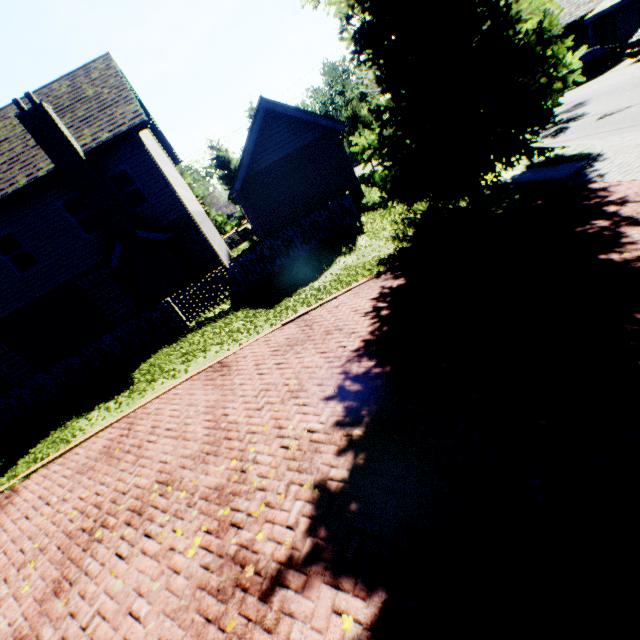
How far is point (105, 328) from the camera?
14.4 meters

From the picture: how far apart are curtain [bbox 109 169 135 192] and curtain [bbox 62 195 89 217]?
1.1 meters

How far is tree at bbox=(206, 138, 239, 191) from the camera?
35.9 meters

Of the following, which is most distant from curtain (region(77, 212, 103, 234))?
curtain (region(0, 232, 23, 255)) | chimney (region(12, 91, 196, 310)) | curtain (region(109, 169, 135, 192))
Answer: curtain (region(0, 232, 23, 255))

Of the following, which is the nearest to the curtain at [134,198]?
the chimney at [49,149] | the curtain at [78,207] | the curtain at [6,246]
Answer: the chimney at [49,149]

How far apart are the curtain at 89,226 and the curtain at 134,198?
1.1m

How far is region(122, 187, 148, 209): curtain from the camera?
13.4 meters
